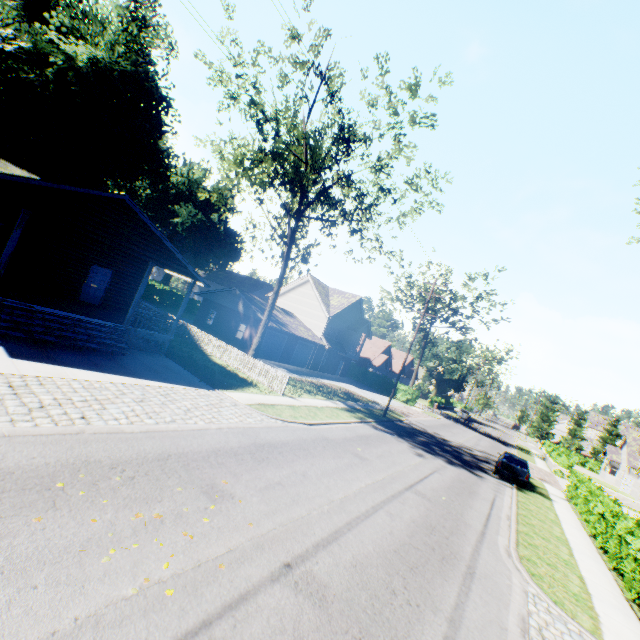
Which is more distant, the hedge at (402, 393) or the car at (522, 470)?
the hedge at (402, 393)

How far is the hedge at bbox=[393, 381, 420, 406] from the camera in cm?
4369

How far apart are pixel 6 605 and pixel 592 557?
17.91m

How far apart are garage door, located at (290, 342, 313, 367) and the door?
19.9 meters

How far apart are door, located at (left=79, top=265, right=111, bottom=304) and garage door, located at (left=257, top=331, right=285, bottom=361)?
14.4 meters

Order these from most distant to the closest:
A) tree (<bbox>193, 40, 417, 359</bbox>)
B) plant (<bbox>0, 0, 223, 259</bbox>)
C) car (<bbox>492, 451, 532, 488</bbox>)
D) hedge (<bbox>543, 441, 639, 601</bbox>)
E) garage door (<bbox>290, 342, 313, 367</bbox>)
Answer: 1. garage door (<bbox>290, 342, 313, 367</bbox>)
2. plant (<bbox>0, 0, 223, 259</bbox>)
3. car (<bbox>492, 451, 532, 488</bbox>)
4. tree (<bbox>193, 40, 417, 359</bbox>)
5. hedge (<bbox>543, 441, 639, 601</bbox>)

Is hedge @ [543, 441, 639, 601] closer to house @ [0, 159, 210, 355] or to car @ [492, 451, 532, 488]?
car @ [492, 451, 532, 488]

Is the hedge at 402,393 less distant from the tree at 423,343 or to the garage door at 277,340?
the tree at 423,343
